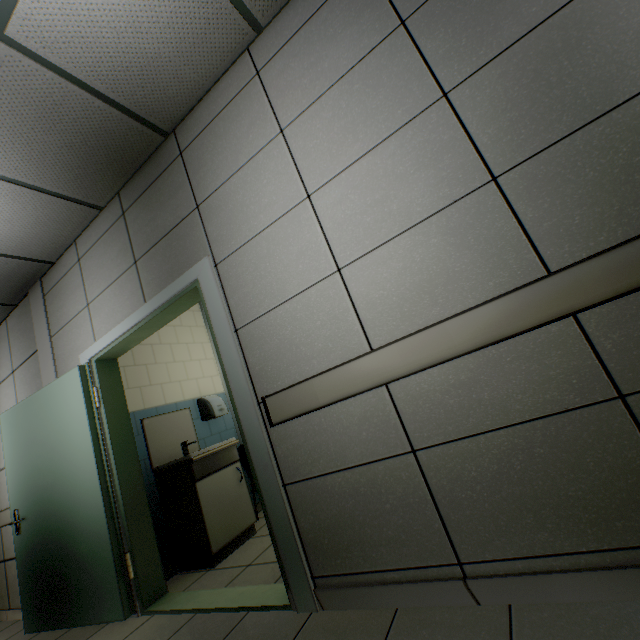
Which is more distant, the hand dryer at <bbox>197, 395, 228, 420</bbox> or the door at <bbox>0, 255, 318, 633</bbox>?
the hand dryer at <bbox>197, 395, 228, 420</bbox>

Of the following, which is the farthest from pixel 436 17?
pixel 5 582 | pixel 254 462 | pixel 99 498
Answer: pixel 5 582

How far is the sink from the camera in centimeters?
292cm

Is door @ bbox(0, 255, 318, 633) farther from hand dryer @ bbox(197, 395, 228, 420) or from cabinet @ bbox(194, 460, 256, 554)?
hand dryer @ bbox(197, 395, 228, 420)

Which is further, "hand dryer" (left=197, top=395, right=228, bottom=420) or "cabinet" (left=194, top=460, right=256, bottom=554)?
"hand dryer" (left=197, top=395, right=228, bottom=420)

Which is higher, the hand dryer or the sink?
the hand dryer

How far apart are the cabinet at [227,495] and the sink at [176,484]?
0.0m

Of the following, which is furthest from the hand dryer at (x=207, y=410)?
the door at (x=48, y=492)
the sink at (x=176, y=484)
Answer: the door at (x=48, y=492)
